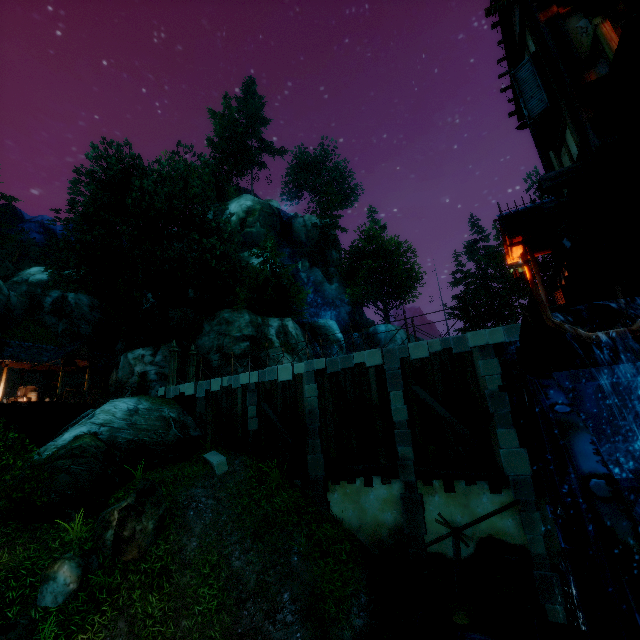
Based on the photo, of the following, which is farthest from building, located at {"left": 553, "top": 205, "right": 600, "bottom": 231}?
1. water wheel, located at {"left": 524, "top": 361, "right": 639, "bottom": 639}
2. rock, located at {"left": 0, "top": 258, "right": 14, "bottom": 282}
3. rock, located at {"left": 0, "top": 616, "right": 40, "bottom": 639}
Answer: rock, located at {"left": 0, "top": 258, "right": 14, "bottom": 282}

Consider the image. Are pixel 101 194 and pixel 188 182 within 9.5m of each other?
yes

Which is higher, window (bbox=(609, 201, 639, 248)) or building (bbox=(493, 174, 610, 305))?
building (bbox=(493, 174, 610, 305))

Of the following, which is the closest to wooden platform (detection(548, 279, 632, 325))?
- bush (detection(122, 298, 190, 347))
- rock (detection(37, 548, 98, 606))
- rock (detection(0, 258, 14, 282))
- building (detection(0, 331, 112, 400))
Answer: rock (detection(37, 548, 98, 606))

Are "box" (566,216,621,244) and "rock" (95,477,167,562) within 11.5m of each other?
no

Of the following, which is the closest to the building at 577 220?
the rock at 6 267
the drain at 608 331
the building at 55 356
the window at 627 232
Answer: the window at 627 232

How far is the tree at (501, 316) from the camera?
40.4m

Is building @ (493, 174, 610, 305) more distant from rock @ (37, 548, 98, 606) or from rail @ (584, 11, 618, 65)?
rock @ (37, 548, 98, 606)
